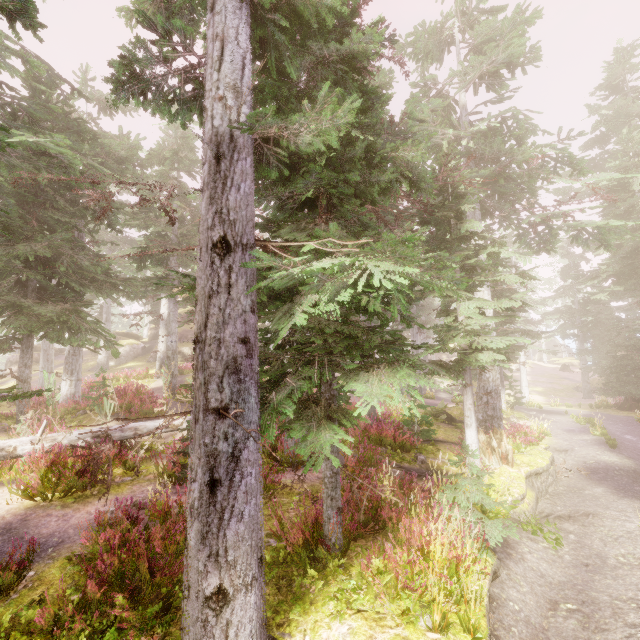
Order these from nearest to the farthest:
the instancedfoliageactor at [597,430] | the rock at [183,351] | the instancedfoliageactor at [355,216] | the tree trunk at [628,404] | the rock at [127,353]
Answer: the instancedfoliageactor at [355,216]
the instancedfoliageactor at [597,430]
the tree trunk at [628,404]
the rock at [183,351]
the rock at [127,353]

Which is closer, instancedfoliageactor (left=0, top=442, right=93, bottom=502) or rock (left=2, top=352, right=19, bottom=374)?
instancedfoliageactor (left=0, top=442, right=93, bottom=502)

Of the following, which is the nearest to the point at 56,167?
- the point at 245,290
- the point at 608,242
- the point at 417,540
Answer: the point at 245,290

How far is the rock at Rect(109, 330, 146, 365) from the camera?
35.9m

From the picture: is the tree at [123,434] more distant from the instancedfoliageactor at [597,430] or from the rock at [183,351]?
the rock at [183,351]

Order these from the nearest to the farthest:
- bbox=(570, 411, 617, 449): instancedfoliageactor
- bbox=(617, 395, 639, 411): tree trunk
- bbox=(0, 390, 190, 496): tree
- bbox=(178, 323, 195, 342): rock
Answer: bbox=(0, 390, 190, 496): tree < bbox=(570, 411, 617, 449): instancedfoliageactor < bbox=(617, 395, 639, 411): tree trunk < bbox=(178, 323, 195, 342): rock

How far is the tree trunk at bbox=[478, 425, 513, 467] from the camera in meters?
10.1 m

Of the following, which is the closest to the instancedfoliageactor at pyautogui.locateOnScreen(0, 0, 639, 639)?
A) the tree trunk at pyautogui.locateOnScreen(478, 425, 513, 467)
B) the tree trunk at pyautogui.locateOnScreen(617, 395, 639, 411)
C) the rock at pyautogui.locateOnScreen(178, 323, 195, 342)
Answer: the rock at pyautogui.locateOnScreen(178, 323, 195, 342)
